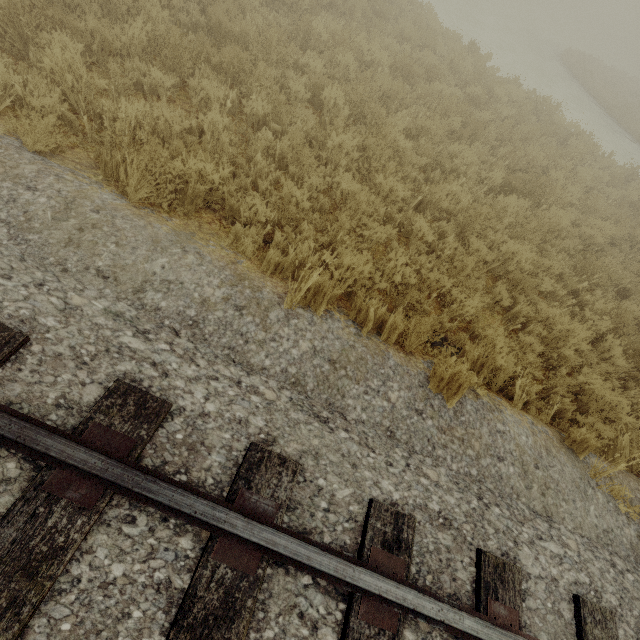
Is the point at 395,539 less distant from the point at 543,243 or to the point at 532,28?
the point at 543,243
